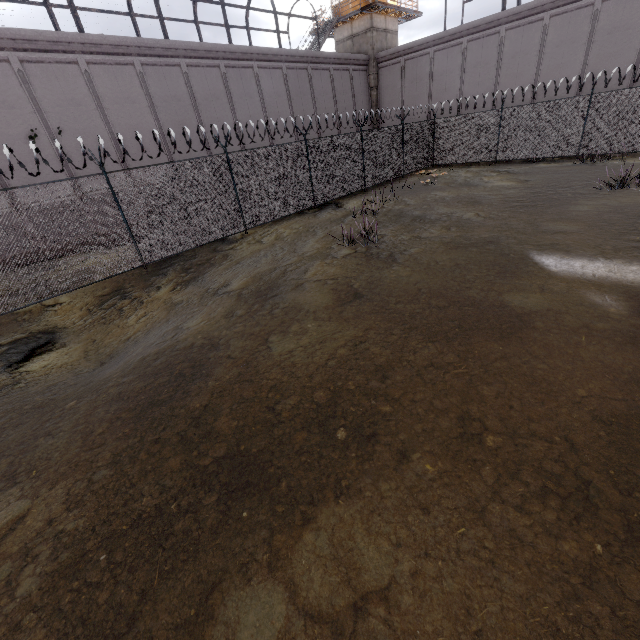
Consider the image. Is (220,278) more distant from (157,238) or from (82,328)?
(82,328)

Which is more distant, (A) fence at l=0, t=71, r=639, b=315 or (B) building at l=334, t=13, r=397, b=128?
(B) building at l=334, t=13, r=397, b=128

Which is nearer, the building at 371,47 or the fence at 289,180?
the fence at 289,180

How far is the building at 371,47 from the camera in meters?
26.5

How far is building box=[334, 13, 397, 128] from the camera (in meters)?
26.53

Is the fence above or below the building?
below
